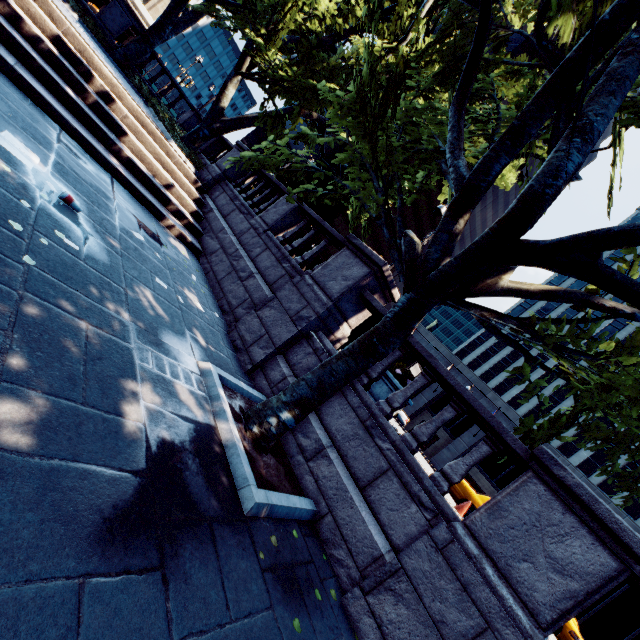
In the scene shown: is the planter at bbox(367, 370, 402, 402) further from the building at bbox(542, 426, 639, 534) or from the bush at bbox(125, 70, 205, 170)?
the building at bbox(542, 426, 639, 534)

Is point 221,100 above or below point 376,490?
above

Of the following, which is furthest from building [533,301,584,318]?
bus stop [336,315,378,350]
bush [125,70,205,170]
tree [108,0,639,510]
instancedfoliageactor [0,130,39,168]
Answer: instancedfoliageactor [0,130,39,168]

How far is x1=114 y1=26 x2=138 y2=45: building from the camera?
38.8 meters

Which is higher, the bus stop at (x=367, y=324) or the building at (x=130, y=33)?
the building at (x=130, y=33)

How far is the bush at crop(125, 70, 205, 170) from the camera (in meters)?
13.38

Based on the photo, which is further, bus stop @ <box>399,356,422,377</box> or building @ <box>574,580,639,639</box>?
building @ <box>574,580,639,639</box>

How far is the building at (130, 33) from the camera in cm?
3875
